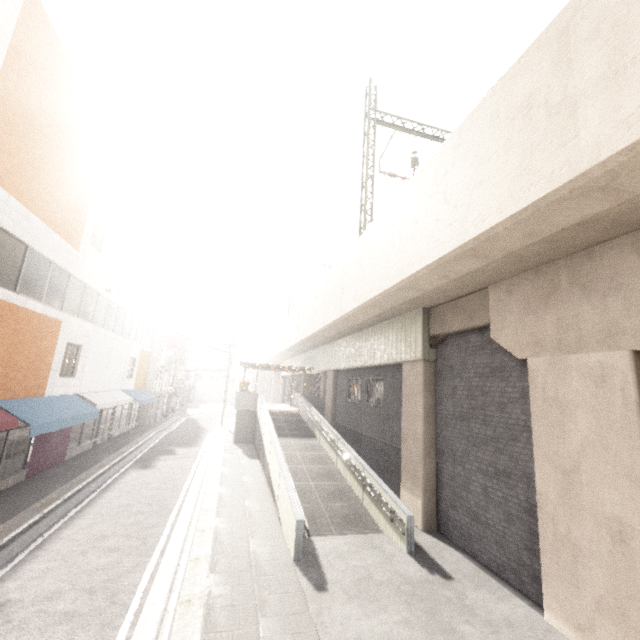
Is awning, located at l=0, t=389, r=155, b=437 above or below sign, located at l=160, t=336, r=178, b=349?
below

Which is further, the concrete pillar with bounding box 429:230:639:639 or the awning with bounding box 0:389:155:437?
the awning with bounding box 0:389:155:437

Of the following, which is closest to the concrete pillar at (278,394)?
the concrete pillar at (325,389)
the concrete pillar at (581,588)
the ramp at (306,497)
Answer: the concrete pillar at (325,389)

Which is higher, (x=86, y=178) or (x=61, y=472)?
(x=86, y=178)

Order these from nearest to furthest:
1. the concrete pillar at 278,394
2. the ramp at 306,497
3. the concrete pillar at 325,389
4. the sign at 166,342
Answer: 1. the ramp at 306,497
2. the concrete pillar at 325,389
3. the sign at 166,342
4. the concrete pillar at 278,394

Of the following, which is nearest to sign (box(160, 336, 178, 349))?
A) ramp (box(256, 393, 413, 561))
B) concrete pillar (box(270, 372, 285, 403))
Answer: ramp (box(256, 393, 413, 561))

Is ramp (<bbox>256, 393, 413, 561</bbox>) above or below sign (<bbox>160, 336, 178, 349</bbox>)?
below

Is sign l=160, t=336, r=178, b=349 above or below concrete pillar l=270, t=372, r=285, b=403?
above
